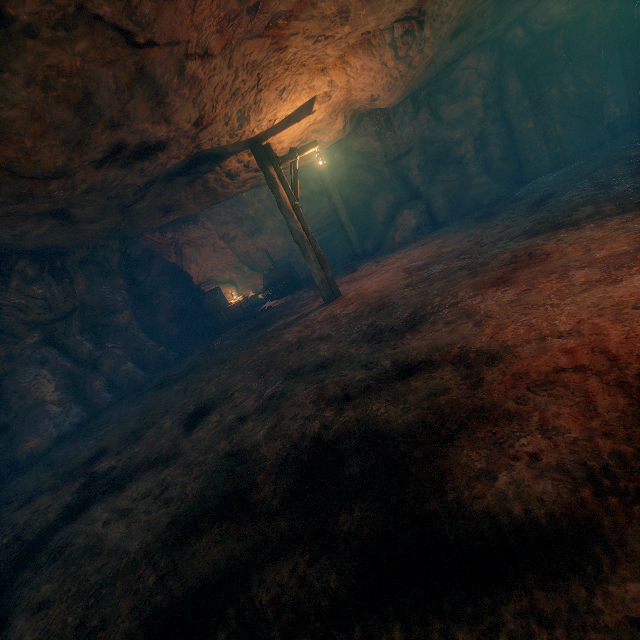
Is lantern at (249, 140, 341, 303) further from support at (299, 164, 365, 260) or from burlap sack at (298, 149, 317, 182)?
support at (299, 164, 365, 260)

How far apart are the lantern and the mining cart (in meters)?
4.76

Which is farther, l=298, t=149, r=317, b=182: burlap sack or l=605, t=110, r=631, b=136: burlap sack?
l=605, t=110, r=631, b=136: burlap sack

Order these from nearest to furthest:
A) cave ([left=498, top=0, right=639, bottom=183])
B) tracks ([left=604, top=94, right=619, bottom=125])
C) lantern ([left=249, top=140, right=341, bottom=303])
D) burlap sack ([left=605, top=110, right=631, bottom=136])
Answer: lantern ([left=249, top=140, right=341, bottom=303])
cave ([left=498, top=0, right=639, bottom=183])
burlap sack ([left=605, top=110, right=631, bottom=136])
tracks ([left=604, top=94, right=619, bottom=125])

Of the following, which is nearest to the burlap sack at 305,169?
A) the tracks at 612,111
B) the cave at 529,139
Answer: the cave at 529,139

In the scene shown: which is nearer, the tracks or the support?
the support

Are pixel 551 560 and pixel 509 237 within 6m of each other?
no

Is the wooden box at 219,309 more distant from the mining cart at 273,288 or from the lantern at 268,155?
the lantern at 268,155
